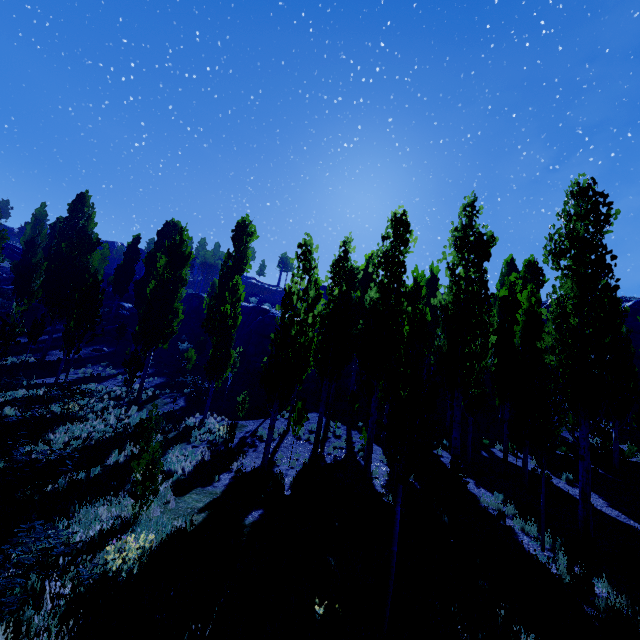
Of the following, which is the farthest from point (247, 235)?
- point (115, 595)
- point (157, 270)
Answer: point (115, 595)

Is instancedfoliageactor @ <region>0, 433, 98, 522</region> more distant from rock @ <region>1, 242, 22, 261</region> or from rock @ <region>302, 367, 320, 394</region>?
rock @ <region>302, 367, 320, 394</region>

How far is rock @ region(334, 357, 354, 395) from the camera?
27.77m

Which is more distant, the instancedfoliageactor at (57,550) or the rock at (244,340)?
the rock at (244,340)

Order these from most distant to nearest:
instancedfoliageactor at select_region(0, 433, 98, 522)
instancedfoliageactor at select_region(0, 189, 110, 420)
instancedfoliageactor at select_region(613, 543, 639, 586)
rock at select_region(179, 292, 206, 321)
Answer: rock at select_region(179, 292, 206, 321)
instancedfoliageactor at select_region(0, 189, 110, 420)
instancedfoliageactor at select_region(0, 433, 98, 522)
instancedfoliageactor at select_region(613, 543, 639, 586)

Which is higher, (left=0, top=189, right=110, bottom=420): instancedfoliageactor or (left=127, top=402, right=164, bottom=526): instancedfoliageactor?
(left=0, top=189, right=110, bottom=420): instancedfoliageactor

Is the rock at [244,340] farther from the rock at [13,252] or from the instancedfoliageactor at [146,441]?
the rock at [13,252]

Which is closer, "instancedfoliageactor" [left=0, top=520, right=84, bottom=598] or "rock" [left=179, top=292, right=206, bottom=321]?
"instancedfoliageactor" [left=0, top=520, right=84, bottom=598]
